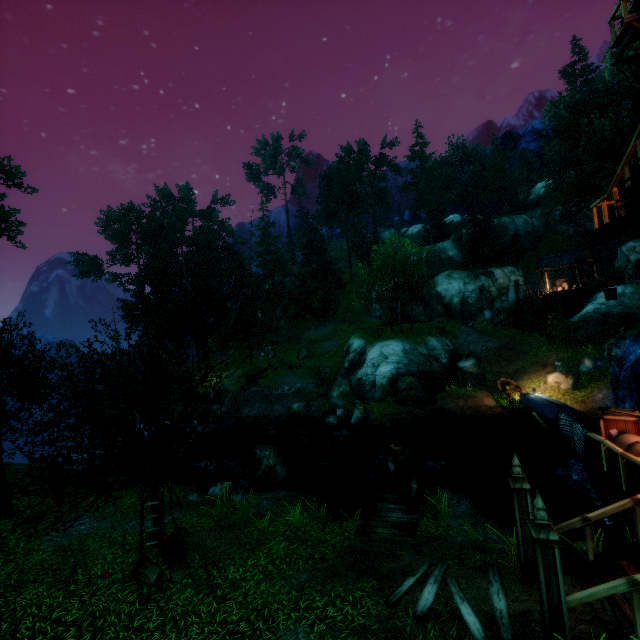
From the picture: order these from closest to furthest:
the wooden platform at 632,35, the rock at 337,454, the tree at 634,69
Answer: the wooden platform at 632,35 < the rock at 337,454 < the tree at 634,69

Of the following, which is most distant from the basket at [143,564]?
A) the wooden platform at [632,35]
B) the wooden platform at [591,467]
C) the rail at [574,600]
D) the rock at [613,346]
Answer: the rock at [613,346]

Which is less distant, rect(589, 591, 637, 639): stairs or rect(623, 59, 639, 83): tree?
rect(589, 591, 637, 639): stairs

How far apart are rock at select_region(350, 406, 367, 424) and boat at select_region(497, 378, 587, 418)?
9.5 meters

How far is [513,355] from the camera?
28.0 meters

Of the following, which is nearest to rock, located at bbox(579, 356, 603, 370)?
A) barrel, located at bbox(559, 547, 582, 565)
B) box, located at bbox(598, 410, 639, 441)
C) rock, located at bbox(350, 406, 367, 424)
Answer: rock, located at bbox(350, 406, 367, 424)

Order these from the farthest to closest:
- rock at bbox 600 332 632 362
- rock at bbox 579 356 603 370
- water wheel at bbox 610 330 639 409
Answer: rock at bbox 579 356 603 370 < rock at bbox 600 332 632 362 < water wheel at bbox 610 330 639 409

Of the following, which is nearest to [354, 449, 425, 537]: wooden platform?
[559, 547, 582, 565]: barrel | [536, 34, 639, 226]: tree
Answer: [559, 547, 582, 565]: barrel
